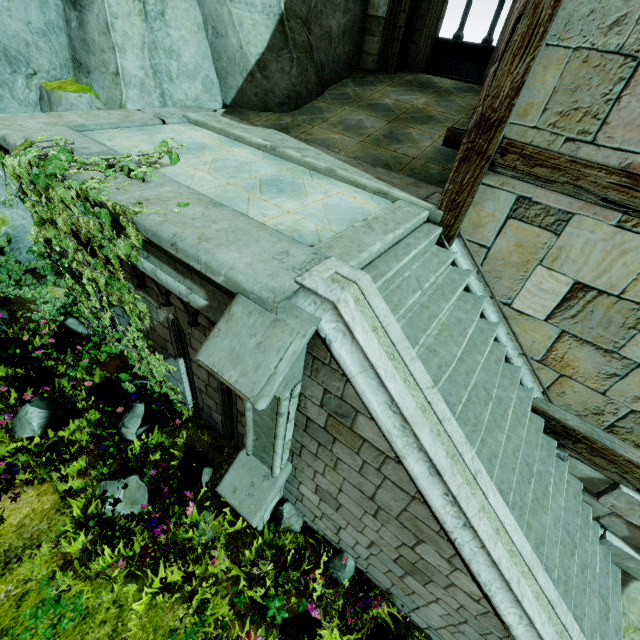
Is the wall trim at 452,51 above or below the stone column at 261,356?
above

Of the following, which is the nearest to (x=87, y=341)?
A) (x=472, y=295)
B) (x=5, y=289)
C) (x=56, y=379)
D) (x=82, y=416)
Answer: (x=56, y=379)

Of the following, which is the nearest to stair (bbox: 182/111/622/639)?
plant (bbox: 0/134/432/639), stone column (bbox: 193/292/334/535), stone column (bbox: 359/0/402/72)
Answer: stone column (bbox: 193/292/334/535)

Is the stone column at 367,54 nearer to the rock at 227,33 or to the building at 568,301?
the rock at 227,33

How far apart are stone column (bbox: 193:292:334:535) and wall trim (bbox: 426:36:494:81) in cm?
1238

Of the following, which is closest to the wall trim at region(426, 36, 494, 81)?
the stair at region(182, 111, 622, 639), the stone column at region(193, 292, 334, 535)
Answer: the stair at region(182, 111, 622, 639)

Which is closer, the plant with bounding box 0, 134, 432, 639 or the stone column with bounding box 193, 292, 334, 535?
the stone column with bounding box 193, 292, 334, 535

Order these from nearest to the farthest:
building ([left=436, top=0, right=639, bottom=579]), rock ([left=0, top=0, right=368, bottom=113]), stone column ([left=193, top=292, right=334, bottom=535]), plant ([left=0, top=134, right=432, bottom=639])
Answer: stone column ([left=193, top=292, right=334, bottom=535]), building ([left=436, top=0, right=639, bottom=579]), plant ([left=0, top=134, right=432, bottom=639]), rock ([left=0, top=0, right=368, bottom=113])
